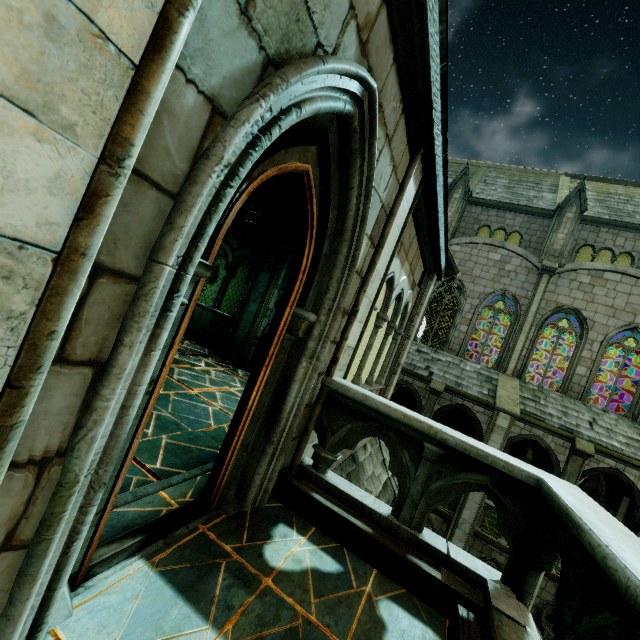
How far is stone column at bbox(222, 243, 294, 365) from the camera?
8.8m

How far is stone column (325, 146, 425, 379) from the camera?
3.33m

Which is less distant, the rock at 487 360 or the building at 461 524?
the building at 461 524

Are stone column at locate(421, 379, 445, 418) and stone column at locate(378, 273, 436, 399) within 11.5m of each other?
Answer: yes

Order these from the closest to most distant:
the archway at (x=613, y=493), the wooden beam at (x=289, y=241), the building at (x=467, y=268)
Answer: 1. the wooden beam at (x=289, y=241)
2. the archway at (x=613, y=493)
3. the building at (x=467, y=268)

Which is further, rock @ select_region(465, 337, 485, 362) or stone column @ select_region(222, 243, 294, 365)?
rock @ select_region(465, 337, 485, 362)

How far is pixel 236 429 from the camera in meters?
2.6 m

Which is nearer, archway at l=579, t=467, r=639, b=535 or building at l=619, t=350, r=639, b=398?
archway at l=579, t=467, r=639, b=535
